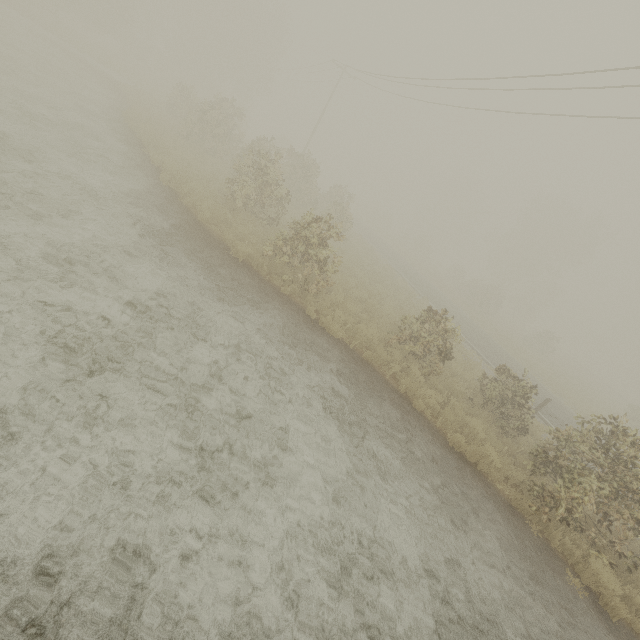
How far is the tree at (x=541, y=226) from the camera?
38.8 meters

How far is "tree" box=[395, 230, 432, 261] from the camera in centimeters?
4684cm

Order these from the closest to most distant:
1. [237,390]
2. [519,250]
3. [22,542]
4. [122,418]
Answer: [22,542]
[122,418]
[237,390]
[519,250]

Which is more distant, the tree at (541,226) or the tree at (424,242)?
the tree at (424,242)

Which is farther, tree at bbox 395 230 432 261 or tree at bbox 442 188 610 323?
tree at bbox 395 230 432 261
